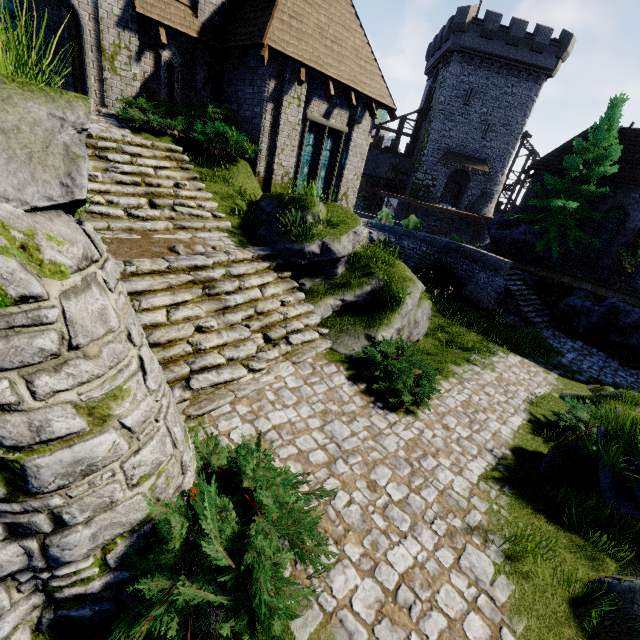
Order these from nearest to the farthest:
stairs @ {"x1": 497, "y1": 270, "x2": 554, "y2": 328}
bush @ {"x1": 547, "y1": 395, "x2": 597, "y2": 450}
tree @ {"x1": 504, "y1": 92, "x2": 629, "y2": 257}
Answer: bush @ {"x1": 547, "y1": 395, "x2": 597, "y2": 450}, stairs @ {"x1": 497, "y1": 270, "x2": 554, "y2": 328}, tree @ {"x1": 504, "y1": 92, "x2": 629, "y2": 257}

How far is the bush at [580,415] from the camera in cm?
768

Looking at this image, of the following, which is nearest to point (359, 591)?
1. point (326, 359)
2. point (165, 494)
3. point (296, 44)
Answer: point (165, 494)

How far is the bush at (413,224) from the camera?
20.3m

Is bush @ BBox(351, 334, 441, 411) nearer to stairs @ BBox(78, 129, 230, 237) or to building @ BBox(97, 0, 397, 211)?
stairs @ BBox(78, 129, 230, 237)

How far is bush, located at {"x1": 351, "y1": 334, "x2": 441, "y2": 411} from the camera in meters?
7.2 m

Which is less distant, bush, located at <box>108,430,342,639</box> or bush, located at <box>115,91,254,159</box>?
bush, located at <box>108,430,342,639</box>

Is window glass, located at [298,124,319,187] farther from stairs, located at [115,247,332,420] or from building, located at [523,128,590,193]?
building, located at [523,128,590,193]
